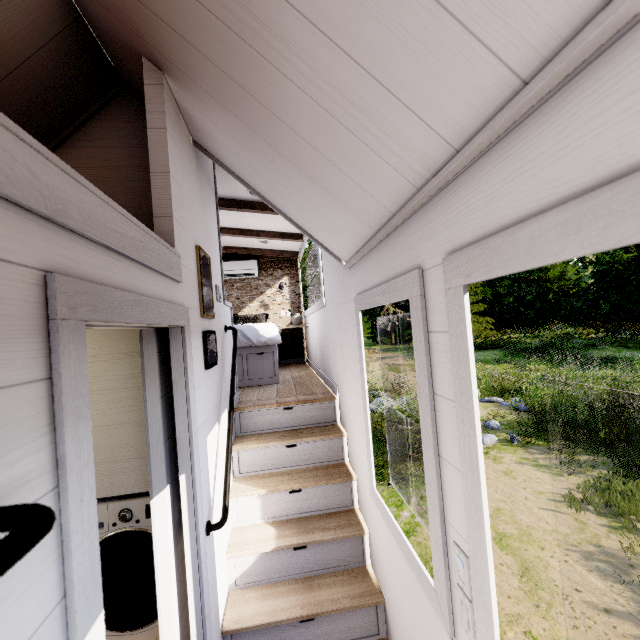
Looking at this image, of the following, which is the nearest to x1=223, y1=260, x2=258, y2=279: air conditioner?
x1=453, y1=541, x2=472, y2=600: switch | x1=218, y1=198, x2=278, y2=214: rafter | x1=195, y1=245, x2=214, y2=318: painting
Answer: x1=218, y1=198, x2=278, y2=214: rafter

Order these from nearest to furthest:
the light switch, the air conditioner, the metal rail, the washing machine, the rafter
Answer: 1. the metal rail
2. the light switch
3. the washing machine
4. the rafter
5. the air conditioner

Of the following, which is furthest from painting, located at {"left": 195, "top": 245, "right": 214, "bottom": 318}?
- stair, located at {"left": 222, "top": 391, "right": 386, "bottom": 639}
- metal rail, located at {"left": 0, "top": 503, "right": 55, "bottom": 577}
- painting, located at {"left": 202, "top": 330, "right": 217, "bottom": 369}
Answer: metal rail, located at {"left": 0, "top": 503, "right": 55, "bottom": 577}

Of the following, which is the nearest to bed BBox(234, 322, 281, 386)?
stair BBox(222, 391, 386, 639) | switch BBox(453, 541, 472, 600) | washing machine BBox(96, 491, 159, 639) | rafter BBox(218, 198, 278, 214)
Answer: stair BBox(222, 391, 386, 639)

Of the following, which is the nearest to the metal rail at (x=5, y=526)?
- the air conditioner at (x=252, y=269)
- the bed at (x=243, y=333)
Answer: the bed at (x=243, y=333)

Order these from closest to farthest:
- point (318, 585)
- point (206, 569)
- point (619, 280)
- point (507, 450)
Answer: point (206, 569), point (318, 585), point (507, 450), point (619, 280)

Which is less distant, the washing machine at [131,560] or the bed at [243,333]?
the washing machine at [131,560]

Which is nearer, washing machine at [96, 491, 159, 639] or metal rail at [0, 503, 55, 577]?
metal rail at [0, 503, 55, 577]
